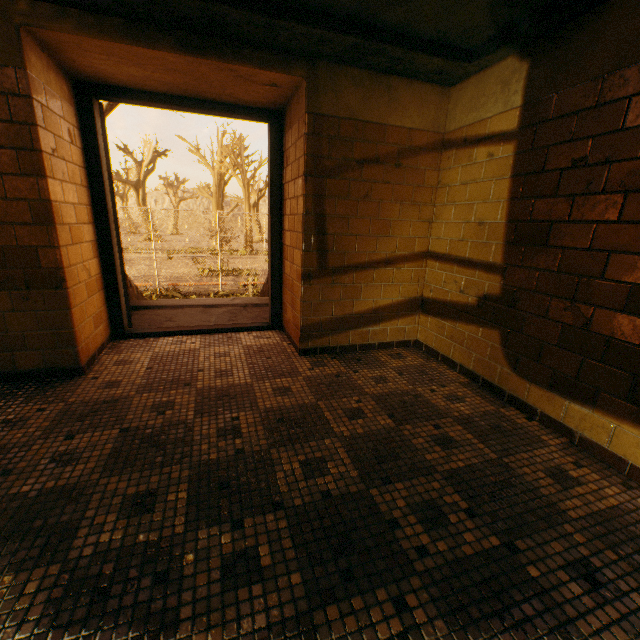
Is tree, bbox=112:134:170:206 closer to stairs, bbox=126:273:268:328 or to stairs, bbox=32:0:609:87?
stairs, bbox=126:273:268:328

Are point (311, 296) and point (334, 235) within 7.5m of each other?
yes

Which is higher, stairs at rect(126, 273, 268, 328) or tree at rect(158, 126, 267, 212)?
tree at rect(158, 126, 267, 212)

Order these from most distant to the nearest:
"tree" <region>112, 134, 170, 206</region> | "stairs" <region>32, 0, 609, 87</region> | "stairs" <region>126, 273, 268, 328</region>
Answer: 1. "tree" <region>112, 134, 170, 206</region>
2. "stairs" <region>126, 273, 268, 328</region>
3. "stairs" <region>32, 0, 609, 87</region>

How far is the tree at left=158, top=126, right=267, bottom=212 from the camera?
27.66m

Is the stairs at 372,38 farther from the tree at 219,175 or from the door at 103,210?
the tree at 219,175

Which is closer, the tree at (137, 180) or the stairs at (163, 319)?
the stairs at (163, 319)

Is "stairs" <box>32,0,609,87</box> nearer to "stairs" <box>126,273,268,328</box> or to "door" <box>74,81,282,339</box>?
"door" <box>74,81,282,339</box>
